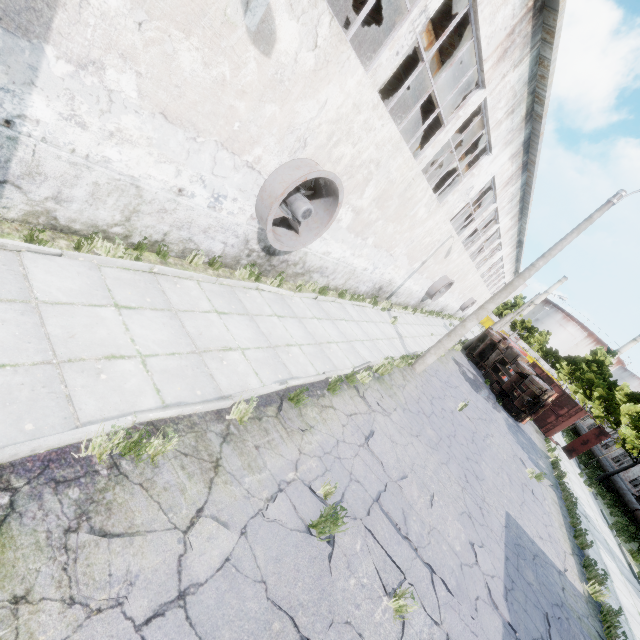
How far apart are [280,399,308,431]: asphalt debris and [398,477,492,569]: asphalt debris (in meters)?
3.23

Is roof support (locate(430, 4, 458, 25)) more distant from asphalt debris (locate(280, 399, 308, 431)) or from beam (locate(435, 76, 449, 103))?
asphalt debris (locate(280, 399, 308, 431))

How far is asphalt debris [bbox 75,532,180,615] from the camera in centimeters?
265cm

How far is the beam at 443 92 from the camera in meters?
12.2

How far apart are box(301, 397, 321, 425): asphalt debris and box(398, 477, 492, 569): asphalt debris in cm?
305

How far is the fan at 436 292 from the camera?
22.3 meters

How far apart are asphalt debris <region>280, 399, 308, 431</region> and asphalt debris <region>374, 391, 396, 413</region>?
3.2m

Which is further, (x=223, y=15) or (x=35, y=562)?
(x=223, y=15)
